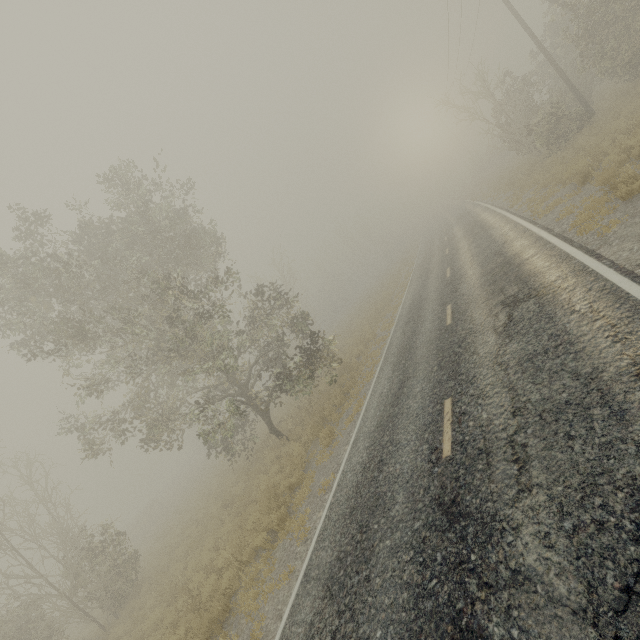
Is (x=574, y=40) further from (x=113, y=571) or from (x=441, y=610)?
(x=113, y=571)

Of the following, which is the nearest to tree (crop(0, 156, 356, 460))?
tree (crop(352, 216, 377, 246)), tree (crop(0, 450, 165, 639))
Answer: tree (crop(0, 450, 165, 639))

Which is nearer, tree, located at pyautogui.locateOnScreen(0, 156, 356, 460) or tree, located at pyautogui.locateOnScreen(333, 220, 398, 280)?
tree, located at pyautogui.locateOnScreen(0, 156, 356, 460)

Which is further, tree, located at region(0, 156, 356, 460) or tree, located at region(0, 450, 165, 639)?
tree, located at region(0, 450, 165, 639)

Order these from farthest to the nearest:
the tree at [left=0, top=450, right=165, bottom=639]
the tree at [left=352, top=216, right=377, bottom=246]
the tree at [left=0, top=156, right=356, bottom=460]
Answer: the tree at [left=352, top=216, right=377, bottom=246]
the tree at [left=0, top=450, right=165, bottom=639]
the tree at [left=0, top=156, right=356, bottom=460]

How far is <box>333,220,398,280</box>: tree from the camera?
51.7m

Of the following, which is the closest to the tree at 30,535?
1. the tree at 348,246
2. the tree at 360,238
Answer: the tree at 360,238

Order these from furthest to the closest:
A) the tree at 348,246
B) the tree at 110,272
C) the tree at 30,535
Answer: the tree at 348,246
the tree at 30,535
the tree at 110,272
